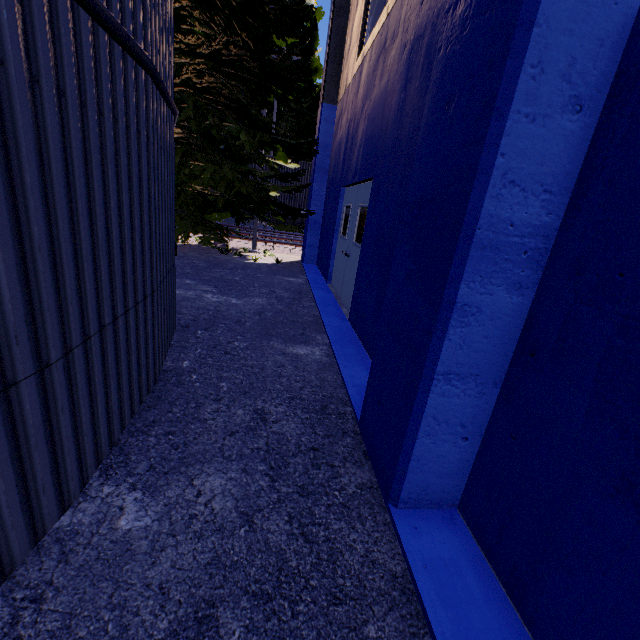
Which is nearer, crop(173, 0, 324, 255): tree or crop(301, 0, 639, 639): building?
crop(301, 0, 639, 639): building

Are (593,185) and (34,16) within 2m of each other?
no

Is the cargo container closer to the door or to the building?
the building

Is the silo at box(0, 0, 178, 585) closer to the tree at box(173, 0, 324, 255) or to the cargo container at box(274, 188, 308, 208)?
the tree at box(173, 0, 324, 255)

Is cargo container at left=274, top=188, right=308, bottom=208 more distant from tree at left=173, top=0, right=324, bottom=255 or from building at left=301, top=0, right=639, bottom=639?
tree at left=173, top=0, right=324, bottom=255

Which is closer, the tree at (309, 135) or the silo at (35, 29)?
the silo at (35, 29)

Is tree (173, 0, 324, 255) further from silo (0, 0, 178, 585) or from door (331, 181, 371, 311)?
door (331, 181, 371, 311)

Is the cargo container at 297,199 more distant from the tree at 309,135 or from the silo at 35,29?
the silo at 35,29
